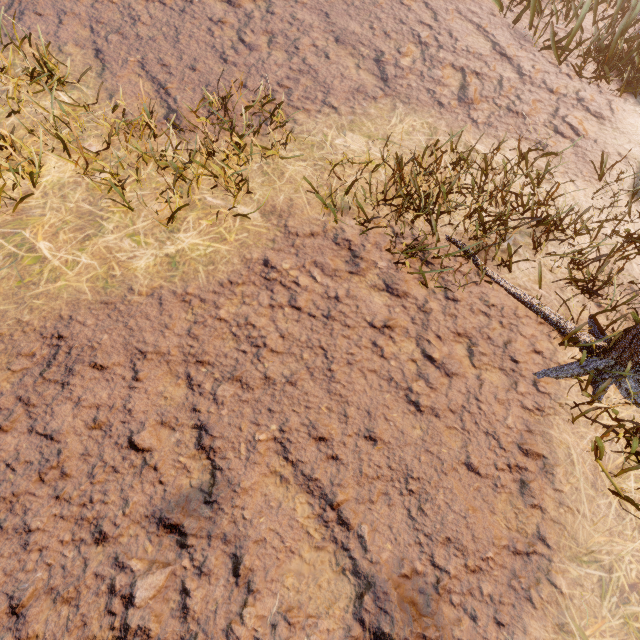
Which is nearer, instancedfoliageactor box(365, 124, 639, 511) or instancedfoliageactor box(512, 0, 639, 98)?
instancedfoliageactor box(365, 124, 639, 511)

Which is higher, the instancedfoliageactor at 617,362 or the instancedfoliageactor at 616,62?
the instancedfoliageactor at 616,62

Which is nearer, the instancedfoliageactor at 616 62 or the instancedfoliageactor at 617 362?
the instancedfoliageactor at 617 362

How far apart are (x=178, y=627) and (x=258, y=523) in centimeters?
57cm

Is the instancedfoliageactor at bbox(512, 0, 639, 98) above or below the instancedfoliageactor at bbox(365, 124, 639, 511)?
above
